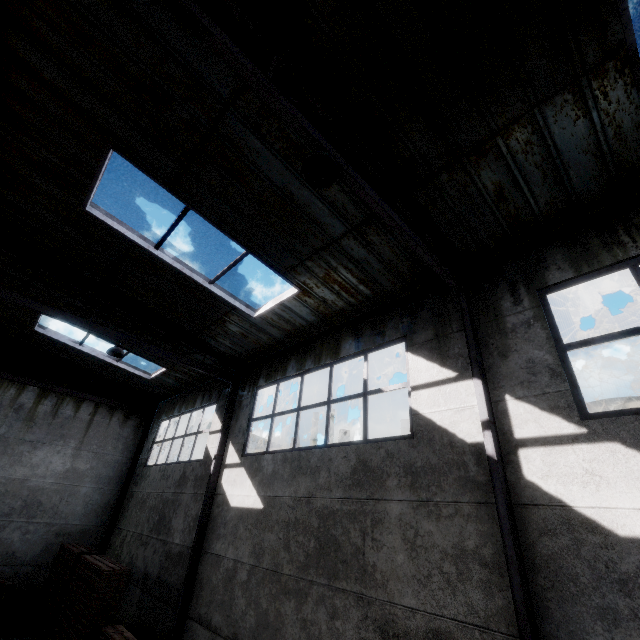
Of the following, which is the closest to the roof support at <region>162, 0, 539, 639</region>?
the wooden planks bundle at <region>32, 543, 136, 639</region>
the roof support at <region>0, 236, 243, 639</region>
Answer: the roof support at <region>0, 236, 243, 639</region>

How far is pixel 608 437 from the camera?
3.83m

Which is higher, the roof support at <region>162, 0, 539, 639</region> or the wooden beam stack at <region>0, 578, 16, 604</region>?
the roof support at <region>162, 0, 539, 639</region>

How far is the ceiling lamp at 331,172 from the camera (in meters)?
3.65

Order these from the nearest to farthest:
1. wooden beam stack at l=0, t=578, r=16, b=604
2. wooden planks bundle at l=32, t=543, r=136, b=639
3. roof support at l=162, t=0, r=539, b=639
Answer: roof support at l=162, t=0, r=539, b=639, wooden planks bundle at l=32, t=543, r=136, b=639, wooden beam stack at l=0, t=578, r=16, b=604

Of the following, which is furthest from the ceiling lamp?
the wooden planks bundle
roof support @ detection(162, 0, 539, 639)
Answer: the wooden planks bundle

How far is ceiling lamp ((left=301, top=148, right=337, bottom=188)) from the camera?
3.6m

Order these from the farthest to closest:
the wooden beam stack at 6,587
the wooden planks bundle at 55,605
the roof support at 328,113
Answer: the wooden beam stack at 6,587 → the wooden planks bundle at 55,605 → the roof support at 328,113
